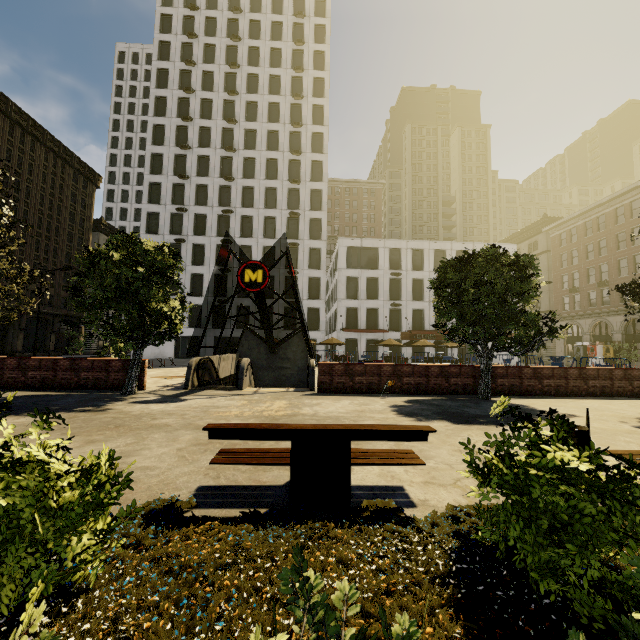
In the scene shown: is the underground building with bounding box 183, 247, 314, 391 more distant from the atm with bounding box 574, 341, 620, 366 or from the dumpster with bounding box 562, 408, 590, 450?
the atm with bounding box 574, 341, 620, 366

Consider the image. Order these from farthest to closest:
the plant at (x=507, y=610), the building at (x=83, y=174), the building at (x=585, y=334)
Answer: the building at (x=83, y=174), the building at (x=585, y=334), the plant at (x=507, y=610)

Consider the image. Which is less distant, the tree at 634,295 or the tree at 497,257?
the tree at 634,295

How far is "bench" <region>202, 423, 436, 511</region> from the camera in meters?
3.6 m

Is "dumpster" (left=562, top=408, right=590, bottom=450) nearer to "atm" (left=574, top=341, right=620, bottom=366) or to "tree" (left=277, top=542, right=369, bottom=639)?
"tree" (left=277, top=542, right=369, bottom=639)

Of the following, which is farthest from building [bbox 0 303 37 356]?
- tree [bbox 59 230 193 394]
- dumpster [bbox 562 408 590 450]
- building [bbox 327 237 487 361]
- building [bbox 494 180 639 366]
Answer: building [bbox 494 180 639 366]

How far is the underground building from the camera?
13.5 meters

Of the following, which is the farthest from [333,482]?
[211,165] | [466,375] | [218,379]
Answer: [211,165]
